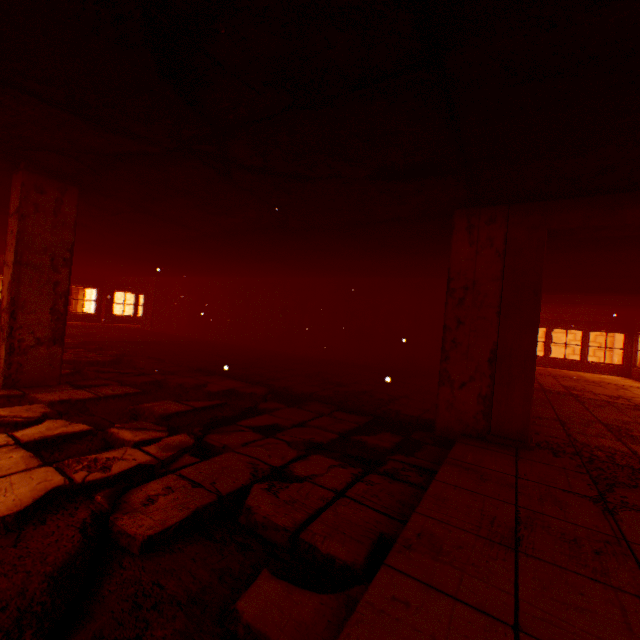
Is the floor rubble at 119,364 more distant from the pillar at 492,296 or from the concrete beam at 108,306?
the concrete beam at 108,306

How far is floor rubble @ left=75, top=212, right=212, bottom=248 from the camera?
5.7m

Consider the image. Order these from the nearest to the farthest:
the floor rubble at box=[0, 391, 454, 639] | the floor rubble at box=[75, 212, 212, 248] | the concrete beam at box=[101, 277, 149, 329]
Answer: the floor rubble at box=[0, 391, 454, 639], the floor rubble at box=[75, 212, 212, 248], the concrete beam at box=[101, 277, 149, 329]

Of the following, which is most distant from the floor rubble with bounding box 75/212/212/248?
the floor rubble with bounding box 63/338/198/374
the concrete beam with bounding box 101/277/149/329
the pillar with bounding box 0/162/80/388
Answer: the concrete beam with bounding box 101/277/149/329

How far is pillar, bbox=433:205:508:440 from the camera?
3.63m

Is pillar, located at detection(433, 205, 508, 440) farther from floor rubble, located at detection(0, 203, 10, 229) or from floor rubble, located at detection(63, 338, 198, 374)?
floor rubble, located at detection(63, 338, 198, 374)

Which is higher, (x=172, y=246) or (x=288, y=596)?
(x=172, y=246)

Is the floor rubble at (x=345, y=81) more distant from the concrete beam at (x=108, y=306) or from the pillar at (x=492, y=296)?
the concrete beam at (x=108, y=306)
